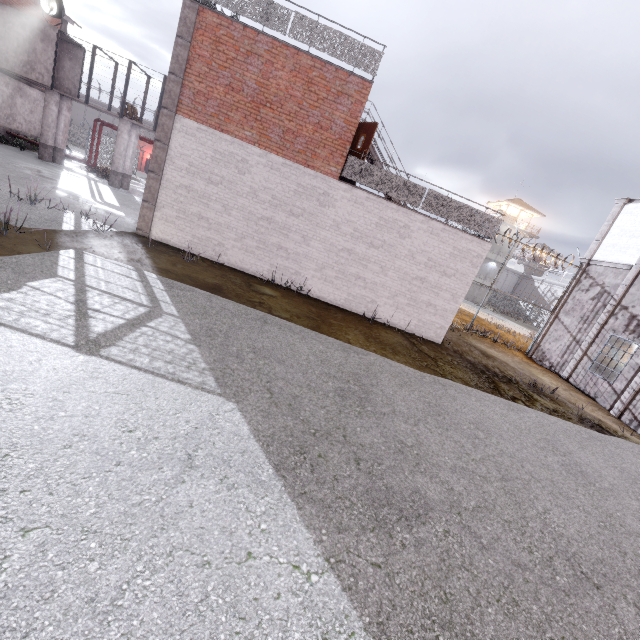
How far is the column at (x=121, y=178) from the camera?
19.3m

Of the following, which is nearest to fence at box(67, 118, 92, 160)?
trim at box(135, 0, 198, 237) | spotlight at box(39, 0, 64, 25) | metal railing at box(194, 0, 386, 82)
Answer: metal railing at box(194, 0, 386, 82)

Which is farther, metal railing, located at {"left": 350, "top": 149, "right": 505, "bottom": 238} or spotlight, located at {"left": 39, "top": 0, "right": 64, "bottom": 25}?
spotlight, located at {"left": 39, "top": 0, "right": 64, "bottom": 25}

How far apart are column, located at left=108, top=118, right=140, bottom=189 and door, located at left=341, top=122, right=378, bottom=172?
15.6m

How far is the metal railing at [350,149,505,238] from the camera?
11.2 meters

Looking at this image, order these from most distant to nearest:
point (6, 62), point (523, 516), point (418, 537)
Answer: point (6, 62), point (523, 516), point (418, 537)

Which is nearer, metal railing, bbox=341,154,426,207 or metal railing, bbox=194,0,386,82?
metal railing, bbox=194,0,386,82

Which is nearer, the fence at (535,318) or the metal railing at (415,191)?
the metal railing at (415,191)
